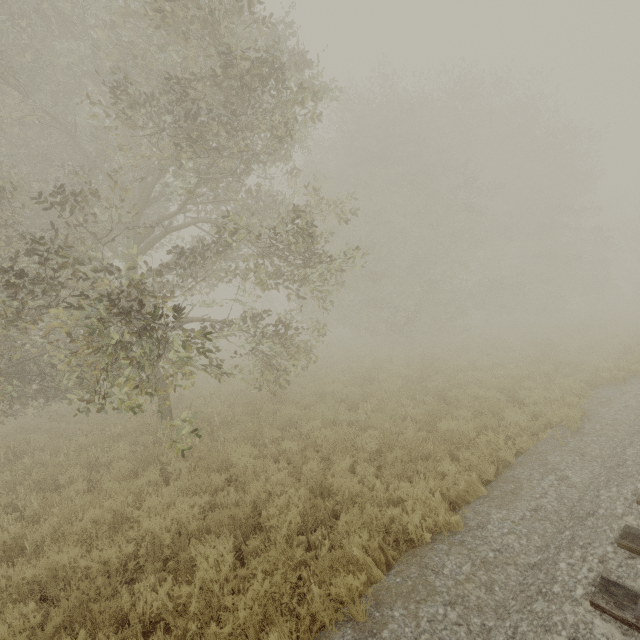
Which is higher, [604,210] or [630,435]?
[604,210]
